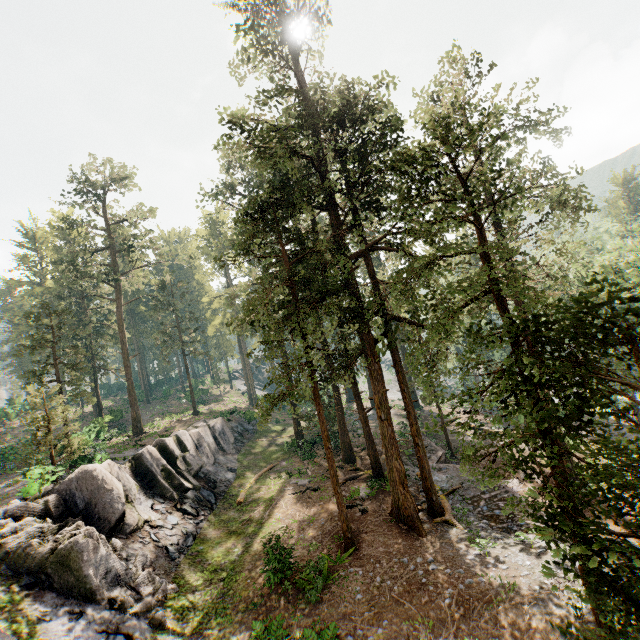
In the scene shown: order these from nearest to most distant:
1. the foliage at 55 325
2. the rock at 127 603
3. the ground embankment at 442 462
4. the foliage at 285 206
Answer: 1. the foliage at 285 206
2. the rock at 127 603
3. the ground embankment at 442 462
4. the foliage at 55 325

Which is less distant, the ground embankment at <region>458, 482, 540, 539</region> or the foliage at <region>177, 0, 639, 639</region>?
the foliage at <region>177, 0, 639, 639</region>

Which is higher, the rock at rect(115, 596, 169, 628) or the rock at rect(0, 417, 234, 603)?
the rock at rect(0, 417, 234, 603)

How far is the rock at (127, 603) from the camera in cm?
1266

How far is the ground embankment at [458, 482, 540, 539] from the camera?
15.53m

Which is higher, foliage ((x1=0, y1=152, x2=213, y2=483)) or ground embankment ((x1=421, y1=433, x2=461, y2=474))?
foliage ((x1=0, y1=152, x2=213, y2=483))

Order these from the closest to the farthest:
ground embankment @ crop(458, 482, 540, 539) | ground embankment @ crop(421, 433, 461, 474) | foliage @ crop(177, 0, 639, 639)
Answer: foliage @ crop(177, 0, 639, 639)
ground embankment @ crop(458, 482, 540, 539)
ground embankment @ crop(421, 433, 461, 474)

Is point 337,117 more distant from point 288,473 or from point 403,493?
point 288,473
